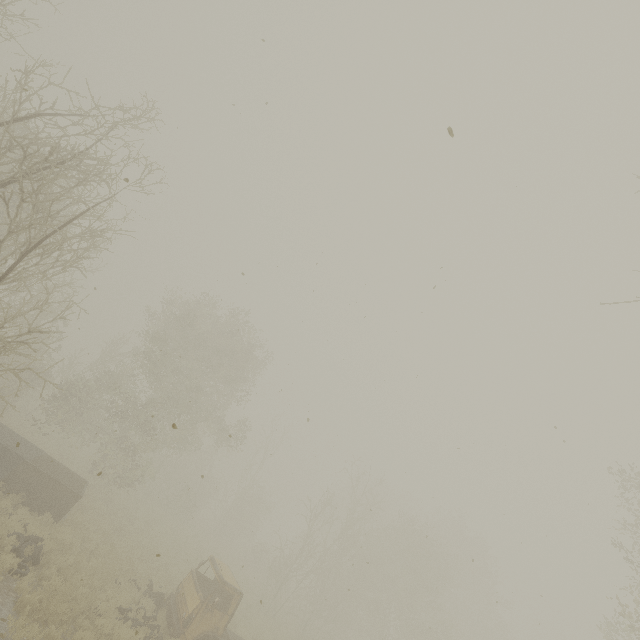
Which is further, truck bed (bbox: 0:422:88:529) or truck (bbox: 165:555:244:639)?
truck bed (bbox: 0:422:88:529)

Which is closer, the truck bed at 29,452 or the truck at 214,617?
the truck at 214,617

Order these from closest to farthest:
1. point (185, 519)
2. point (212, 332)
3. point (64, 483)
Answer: point (64, 483) < point (212, 332) < point (185, 519)
